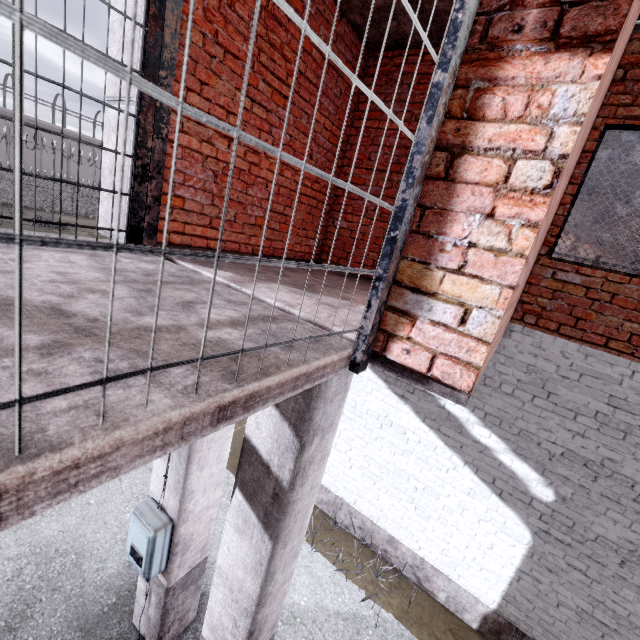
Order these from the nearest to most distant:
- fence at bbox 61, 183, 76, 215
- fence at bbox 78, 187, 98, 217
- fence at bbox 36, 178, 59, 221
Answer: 1. fence at bbox 36, 178, 59, 221
2. fence at bbox 61, 183, 76, 215
3. fence at bbox 78, 187, 98, 217

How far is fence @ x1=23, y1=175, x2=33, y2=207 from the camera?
28.69m

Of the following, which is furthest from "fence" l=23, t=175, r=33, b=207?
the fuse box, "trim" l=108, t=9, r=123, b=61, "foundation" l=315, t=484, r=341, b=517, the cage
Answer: the cage

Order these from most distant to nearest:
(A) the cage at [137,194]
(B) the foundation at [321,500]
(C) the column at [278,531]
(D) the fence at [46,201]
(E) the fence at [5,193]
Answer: (E) the fence at [5,193] < (D) the fence at [46,201] < (B) the foundation at [321,500] < (C) the column at [278,531] < (A) the cage at [137,194]

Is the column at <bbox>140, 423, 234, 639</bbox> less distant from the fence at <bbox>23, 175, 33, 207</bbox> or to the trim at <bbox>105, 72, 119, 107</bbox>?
the trim at <bbox>105, 72, 119, 107</bbox>

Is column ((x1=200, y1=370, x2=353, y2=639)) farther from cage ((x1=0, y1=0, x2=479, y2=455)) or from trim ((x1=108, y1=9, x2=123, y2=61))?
trim ((x1=108, y1=9, x2=123, y2=61))

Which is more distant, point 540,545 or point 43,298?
point 540,545

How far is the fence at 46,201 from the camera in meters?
23.3
